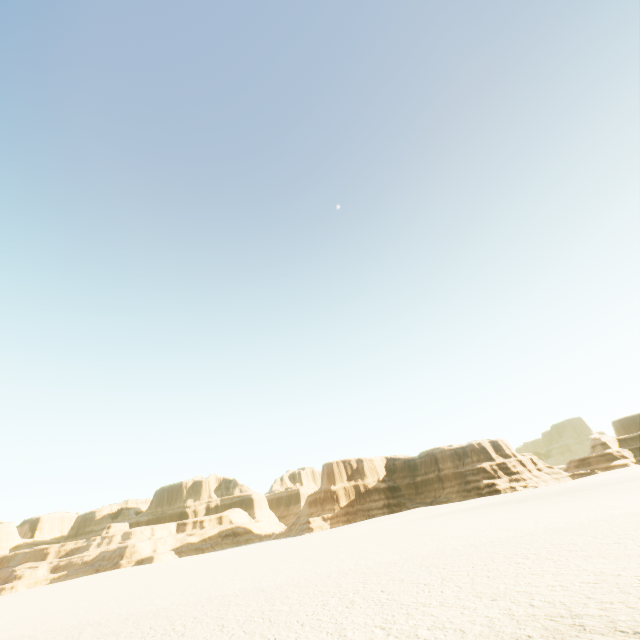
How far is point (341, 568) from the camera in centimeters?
1002cm
